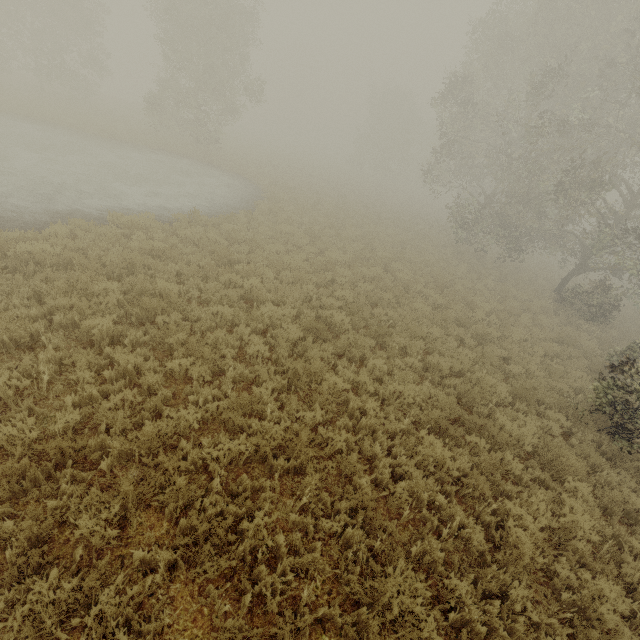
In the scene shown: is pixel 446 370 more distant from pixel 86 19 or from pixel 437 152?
pixel 86 19
